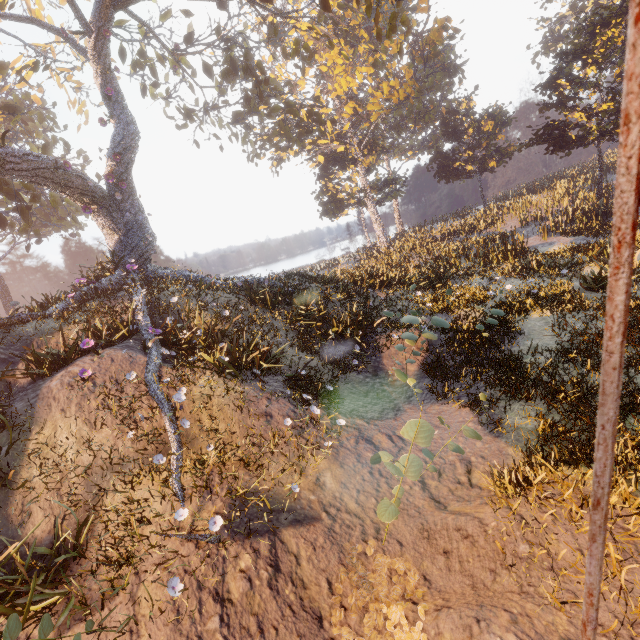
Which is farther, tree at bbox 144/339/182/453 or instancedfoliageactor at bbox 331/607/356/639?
tree at bbox 144/339/182/453

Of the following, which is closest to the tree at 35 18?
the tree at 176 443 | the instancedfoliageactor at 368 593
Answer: the tree at 176 443

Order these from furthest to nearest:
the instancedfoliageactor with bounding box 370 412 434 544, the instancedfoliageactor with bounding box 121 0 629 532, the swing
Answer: the instancedfoliageactor with bounding box 121 0 629 532 → the instancedfoliageactor with bounding box 370 412 434 544 → the swing

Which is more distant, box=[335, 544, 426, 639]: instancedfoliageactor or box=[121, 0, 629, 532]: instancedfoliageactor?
box=[121, 0, 629, 532]: instancedfoliageactor

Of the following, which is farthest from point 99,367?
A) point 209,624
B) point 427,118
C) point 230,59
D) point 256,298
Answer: point 427,118

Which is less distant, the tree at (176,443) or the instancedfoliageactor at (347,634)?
the instancedfoliageactor at (347,634)

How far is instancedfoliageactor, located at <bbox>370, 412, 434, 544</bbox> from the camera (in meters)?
4.28

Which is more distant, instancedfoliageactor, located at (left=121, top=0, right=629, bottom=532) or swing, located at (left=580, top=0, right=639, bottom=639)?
instancedfoliageactor, located at (left=121, top=0, right=629, bottom=532)
